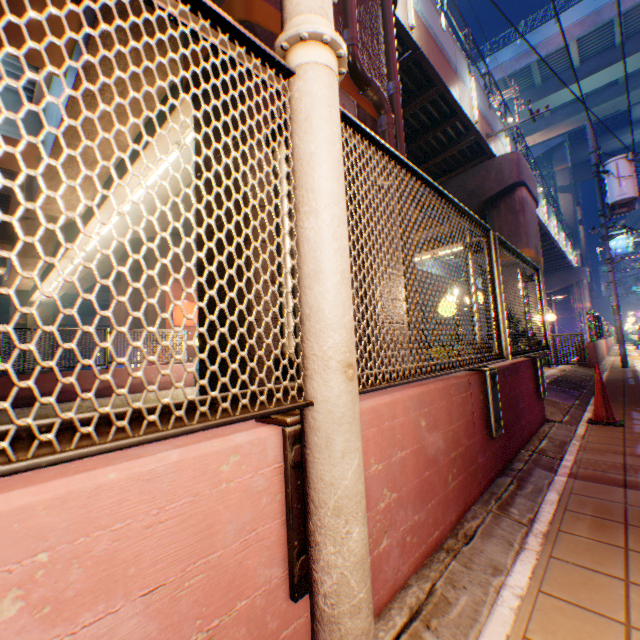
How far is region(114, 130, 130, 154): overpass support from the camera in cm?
806

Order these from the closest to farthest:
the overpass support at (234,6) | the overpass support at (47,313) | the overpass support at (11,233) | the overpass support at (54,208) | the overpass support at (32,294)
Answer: the overpass support at (234,6)
the overpass support at (54,208)
the overpass support at (11,233)
the overpass support at (32,294)
the overpass support at (47,313)

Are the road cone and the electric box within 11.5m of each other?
yes

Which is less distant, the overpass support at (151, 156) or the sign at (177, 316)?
the overpass support at (151, 156)

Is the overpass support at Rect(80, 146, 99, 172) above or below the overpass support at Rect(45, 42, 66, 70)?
below

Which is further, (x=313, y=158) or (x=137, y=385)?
(x=137, y=385)

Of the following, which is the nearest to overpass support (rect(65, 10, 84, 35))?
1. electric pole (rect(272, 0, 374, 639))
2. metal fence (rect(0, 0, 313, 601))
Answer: metal fence (rect(0, 0, 313, 601))
